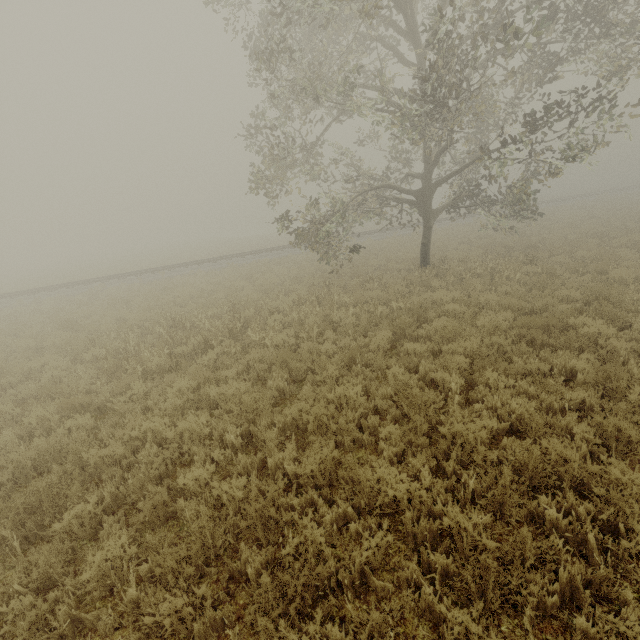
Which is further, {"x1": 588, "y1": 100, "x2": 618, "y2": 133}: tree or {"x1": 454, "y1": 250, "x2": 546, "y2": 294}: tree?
{"x1": 454, "y1": 250, "x2": 546, "y2": 294}: tree

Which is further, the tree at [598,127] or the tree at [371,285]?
the tree at [371,285]

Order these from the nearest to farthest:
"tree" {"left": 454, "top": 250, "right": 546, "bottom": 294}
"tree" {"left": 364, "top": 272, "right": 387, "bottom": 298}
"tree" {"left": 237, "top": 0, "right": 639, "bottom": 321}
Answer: "tree" {"left": 237, "top": 0, "right": 639, "bottom": 321}, "tree" {"left": 454, "top": 250, "right": 546, "bottom": 294}, "tree" {"left": 364, "top": 272, "right": 387, "bottom": 298}

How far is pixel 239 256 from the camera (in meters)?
25.67
